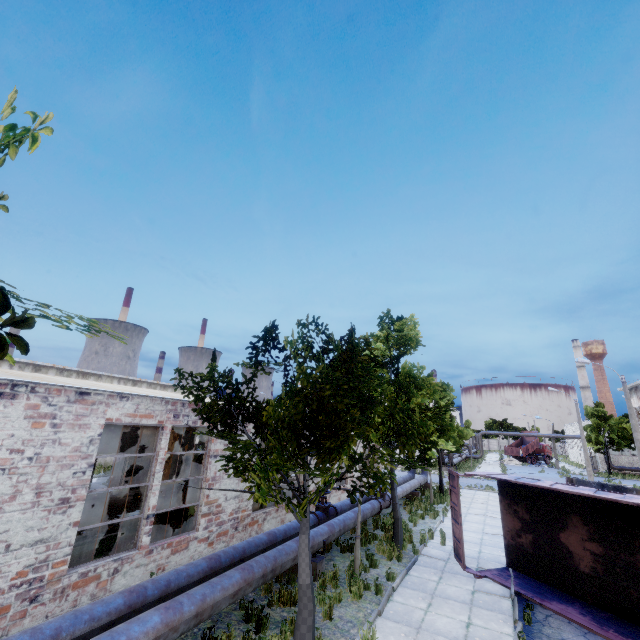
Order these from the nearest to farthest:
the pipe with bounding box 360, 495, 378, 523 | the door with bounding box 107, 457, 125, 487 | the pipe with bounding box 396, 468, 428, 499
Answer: the pipe with bounding box 360, 495, 378, 523
the pipe with bounding box 396, 468, 428, 499
the door with bounding box 107, 457, 125, 487

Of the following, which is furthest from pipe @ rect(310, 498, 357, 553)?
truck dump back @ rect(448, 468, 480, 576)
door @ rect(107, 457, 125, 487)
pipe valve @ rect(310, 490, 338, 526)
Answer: door @ rect(107, 457, 125, 487)

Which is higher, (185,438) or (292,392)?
(292,392)

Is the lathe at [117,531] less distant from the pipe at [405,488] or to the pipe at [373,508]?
the pipe at [373,508]

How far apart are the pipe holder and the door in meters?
14.6

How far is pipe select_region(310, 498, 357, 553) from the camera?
9.95m

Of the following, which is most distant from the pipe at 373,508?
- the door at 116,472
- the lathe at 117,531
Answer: the door at 116,472

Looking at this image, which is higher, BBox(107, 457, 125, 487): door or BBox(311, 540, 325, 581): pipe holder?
BBox(107, 457, 125, 487): door
